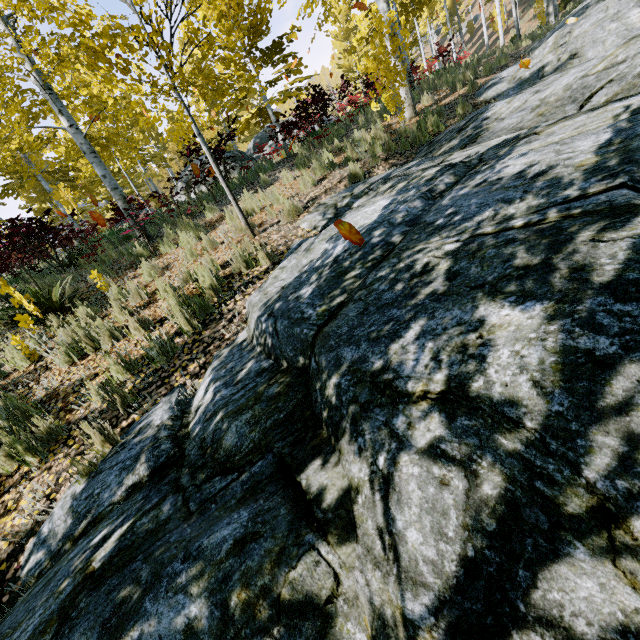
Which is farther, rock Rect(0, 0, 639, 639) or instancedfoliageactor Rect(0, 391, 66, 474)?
instancedfoliageactor Rect(0, 391, 66, 474)

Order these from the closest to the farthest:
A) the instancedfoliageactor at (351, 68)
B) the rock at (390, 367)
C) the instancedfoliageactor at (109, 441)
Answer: the rock at (390, 367) < the instancedfoliageactor at (109, 441) < the instancedfoliageactor at (351, 68)

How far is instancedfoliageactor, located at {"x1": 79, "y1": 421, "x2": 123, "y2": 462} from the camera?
2.9m

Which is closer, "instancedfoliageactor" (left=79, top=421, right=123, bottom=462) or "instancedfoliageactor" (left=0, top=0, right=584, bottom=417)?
"instancedfoliageactor" (left=79, top=421, right=123, bottom=462)

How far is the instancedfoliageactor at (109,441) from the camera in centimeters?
293cm

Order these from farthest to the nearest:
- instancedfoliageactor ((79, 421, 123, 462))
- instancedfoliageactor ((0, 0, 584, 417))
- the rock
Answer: instancedfoliageactor ((0, 0, 584, 417)) → instancedfoliageactor ((79, 421, 123, 462)) → the rock

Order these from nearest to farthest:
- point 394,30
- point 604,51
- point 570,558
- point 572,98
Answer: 1. point 570,558
2. point 572,98
3. point 604,51
4. point 394,30
